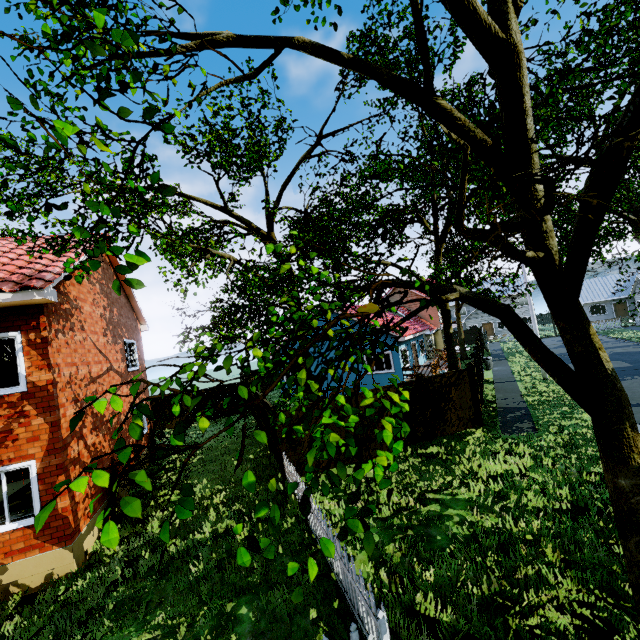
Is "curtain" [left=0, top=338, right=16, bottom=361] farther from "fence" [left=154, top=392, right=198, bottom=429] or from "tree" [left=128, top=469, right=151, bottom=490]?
"fence" [left=154, top=392, right=198, bottom=429]

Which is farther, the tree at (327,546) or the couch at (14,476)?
the couch at (14,476)

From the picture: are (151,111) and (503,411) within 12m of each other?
no

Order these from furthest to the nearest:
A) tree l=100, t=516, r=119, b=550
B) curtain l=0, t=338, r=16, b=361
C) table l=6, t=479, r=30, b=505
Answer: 1. table l=6, t=479, r=30, b=505
2. curtain l=0, t=338, r=16, b=361
3. tree l=100, t=516, r=119, b=550

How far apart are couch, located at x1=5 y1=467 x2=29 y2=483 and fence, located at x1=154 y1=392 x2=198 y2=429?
7.73m

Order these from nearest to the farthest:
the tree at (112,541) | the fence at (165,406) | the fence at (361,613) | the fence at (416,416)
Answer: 1. the tree at (112,541)
2. the fence at (361,613)
3. the fence at (416,416)
4. the fence at (165,406)

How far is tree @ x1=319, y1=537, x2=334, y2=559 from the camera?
2.0 meters

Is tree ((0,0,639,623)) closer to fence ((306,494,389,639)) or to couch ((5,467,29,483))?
fence ((306,494,389,639))
